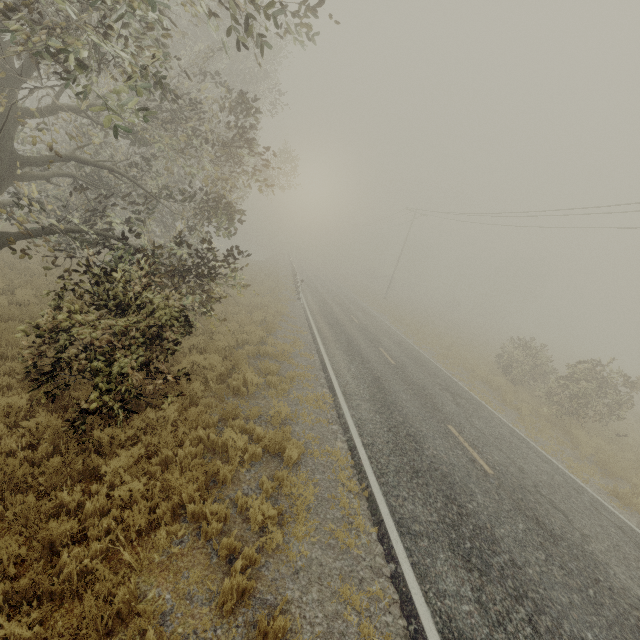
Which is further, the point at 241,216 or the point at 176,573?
the point at 241,216
